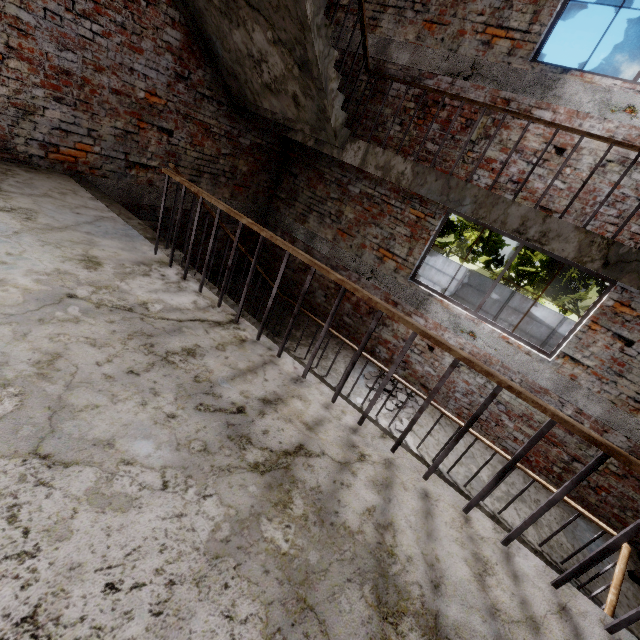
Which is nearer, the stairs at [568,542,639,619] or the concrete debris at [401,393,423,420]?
the stairs at [568,542,639,619]

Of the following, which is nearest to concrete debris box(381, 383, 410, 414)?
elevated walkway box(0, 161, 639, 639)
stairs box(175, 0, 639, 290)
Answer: stairs box(175, 0, 639, 290)

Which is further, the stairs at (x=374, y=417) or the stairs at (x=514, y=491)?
the stairs at (x=374, y=417)

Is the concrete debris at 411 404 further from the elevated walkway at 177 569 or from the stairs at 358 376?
the elevated walkway at 177 569

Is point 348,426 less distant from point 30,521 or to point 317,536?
point 317,536

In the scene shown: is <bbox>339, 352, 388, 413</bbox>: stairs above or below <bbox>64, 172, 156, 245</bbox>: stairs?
below

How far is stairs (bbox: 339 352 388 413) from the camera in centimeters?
500cm
